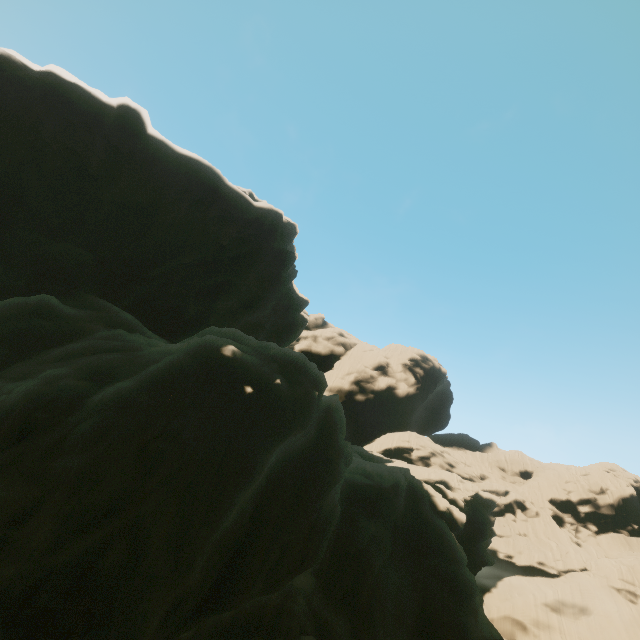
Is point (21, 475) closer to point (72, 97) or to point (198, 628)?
point (198, 628)
